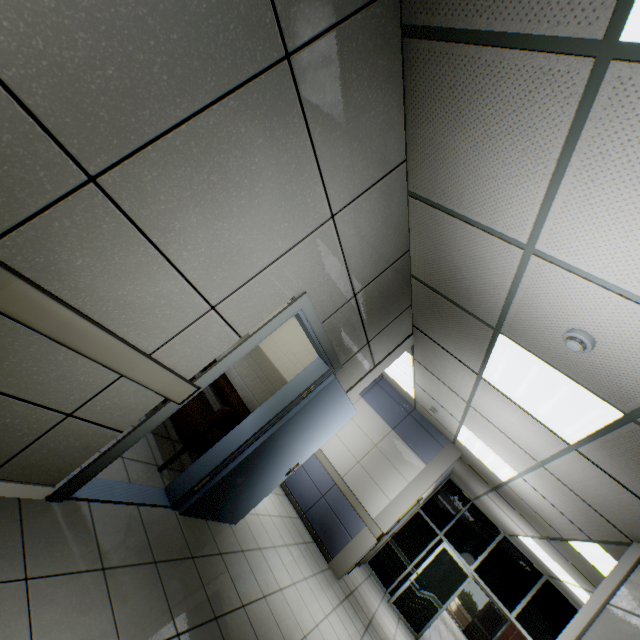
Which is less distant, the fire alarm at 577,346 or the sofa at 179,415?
the fire alarm at 577,346

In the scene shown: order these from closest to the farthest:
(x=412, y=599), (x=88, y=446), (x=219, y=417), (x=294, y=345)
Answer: (x=88, y=446) < (x=219, y=417) < (x=294, y=345) < (x=412, y=599)

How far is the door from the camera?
2.3 meters

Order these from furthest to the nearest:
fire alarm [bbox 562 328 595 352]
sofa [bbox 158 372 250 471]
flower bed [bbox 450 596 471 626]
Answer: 1. flower bed [bbox 450 596 471 626]
2. sofa [bbox 158 372 250 471]
3. fire alarm [bbox 562 328 595 352]

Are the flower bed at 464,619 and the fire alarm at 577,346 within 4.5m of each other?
no

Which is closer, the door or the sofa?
the door

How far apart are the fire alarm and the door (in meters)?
1.79

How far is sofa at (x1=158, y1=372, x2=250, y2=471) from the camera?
3.4 meters
